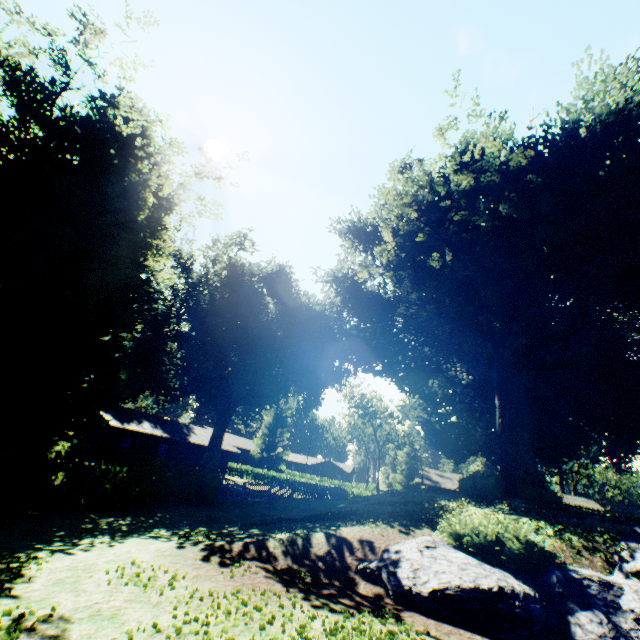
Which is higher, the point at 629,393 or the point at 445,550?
the point at 629,393

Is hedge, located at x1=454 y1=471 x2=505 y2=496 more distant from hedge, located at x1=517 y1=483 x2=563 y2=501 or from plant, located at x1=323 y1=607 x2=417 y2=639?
hedge, located at x1=517 y1=483 x2=563 y2=501

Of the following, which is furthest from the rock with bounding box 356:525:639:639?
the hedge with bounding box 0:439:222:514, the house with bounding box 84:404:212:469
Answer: the house with bounding box 84:404:212:469

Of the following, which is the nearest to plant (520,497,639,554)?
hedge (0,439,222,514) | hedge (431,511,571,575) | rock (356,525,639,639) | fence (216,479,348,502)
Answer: fence (216,479,348,502)

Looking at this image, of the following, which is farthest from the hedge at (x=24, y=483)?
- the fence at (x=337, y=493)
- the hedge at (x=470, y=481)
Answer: the hedge at (x=470, y=481)

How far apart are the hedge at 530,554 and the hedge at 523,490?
12.9m

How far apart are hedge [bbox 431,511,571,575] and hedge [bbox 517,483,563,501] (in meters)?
12.91

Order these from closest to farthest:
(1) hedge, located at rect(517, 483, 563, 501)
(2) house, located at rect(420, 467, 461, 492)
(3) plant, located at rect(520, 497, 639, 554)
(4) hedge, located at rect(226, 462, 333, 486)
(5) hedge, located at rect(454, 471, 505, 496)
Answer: (3) plant, located at rect(520, 497, 639, 554)
(5) hedge, located at rect(454, 471, 505, 496)
(1) hedge, located at rect(517, 483, 563, 501)
(2) house, located at rect(420, 467, 461, 492)
(4) hedge, located at rect(226, 462, 333, 486)
